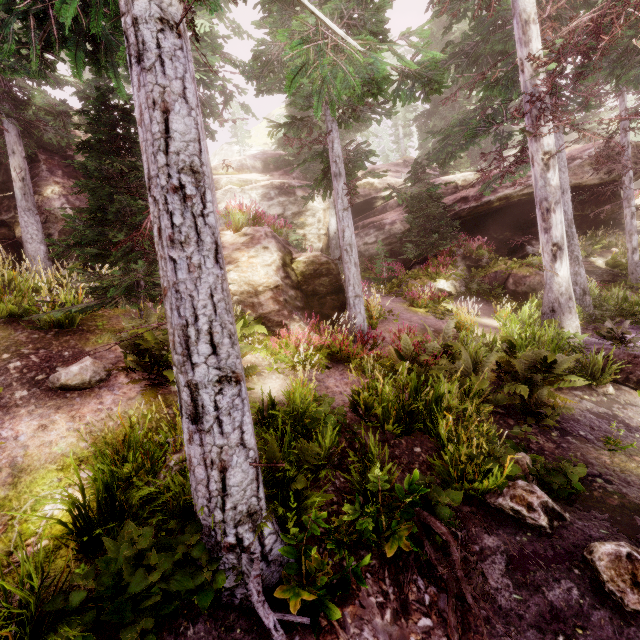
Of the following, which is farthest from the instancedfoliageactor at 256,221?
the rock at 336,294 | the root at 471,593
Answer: the root at 471,593

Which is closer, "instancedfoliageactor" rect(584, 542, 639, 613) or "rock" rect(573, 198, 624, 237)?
"instancedfoliageactor" rect(584, 542, 639, 613)

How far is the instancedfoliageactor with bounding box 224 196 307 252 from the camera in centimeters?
1077cm

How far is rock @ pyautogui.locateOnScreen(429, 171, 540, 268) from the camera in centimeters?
1670cm

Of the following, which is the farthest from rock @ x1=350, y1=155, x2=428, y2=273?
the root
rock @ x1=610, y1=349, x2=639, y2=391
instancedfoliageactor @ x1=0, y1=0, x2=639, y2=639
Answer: rock @ x1=610, y1=349, x2=639, y2=391

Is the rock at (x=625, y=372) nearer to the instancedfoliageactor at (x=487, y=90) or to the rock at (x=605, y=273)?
the instancedfoliageactor at (x=487, y=90)

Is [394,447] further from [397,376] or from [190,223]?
[190,223]
